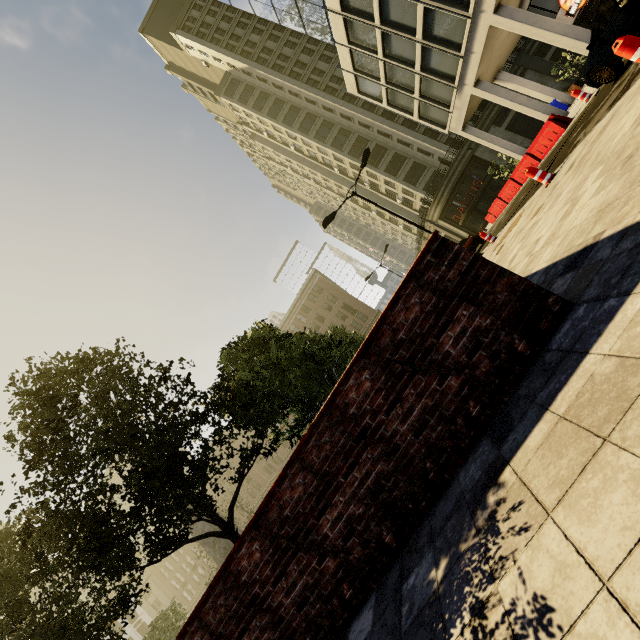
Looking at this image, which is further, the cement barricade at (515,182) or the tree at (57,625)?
the cement barricade at (515,182)

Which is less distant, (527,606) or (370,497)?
(527,606)

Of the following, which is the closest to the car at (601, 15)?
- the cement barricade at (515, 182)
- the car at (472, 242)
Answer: the cement barricade at (515, 182)

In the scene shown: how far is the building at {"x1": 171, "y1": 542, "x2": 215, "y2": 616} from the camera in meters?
58.4 m

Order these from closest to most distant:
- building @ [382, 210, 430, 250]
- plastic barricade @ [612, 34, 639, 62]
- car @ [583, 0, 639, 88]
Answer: plastic barricade @ [612, 34, 639, 62] → car @ [583, 0, 639, 88] → building @ [382, 210, 430, 250]

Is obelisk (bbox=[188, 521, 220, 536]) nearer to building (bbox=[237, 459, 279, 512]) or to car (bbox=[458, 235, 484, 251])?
car (bbox=[458, 235, 484, 251])

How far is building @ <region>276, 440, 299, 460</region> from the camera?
54.9m

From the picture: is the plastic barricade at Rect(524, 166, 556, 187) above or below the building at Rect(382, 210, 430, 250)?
below
